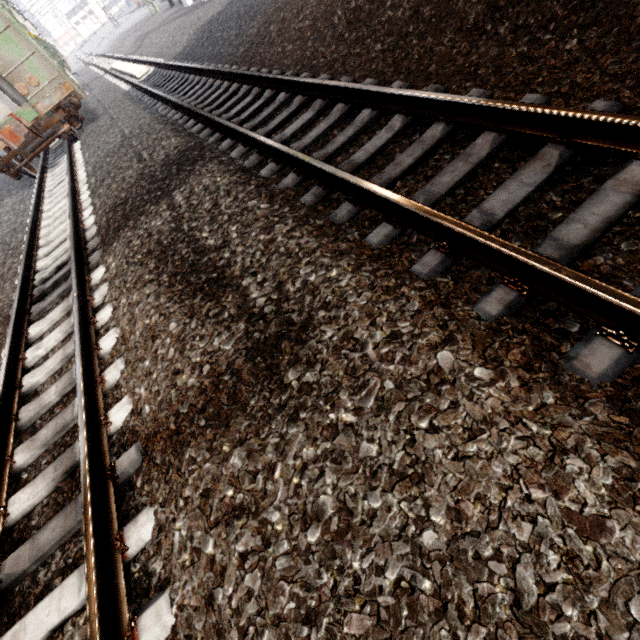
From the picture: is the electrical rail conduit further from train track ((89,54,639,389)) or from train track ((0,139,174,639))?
train track ((0,139,174,639))

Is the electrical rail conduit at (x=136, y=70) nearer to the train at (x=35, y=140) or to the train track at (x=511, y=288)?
the train track at (x=511, y=288)

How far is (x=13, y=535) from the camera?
2.56m

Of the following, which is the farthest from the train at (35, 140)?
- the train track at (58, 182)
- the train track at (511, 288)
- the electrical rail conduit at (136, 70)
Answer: the electrical rail conduit at (136, 70)

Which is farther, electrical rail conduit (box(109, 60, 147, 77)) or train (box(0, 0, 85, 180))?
electrical rail conduit (box(109, 60, 147, 77))

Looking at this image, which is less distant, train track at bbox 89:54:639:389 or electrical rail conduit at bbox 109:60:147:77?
train track at bbox 89:54:639:389

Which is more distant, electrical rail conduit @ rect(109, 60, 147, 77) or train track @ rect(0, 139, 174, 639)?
electrical rail conduit @ rect(109, 60, 147, 77)

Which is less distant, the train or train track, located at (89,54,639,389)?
train track, located at (89,54,639,389)
